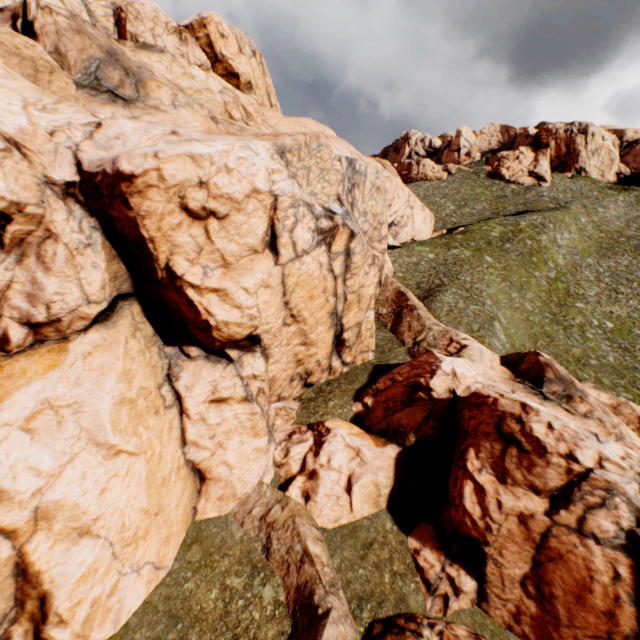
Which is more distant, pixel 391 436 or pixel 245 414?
pixel 391 436
